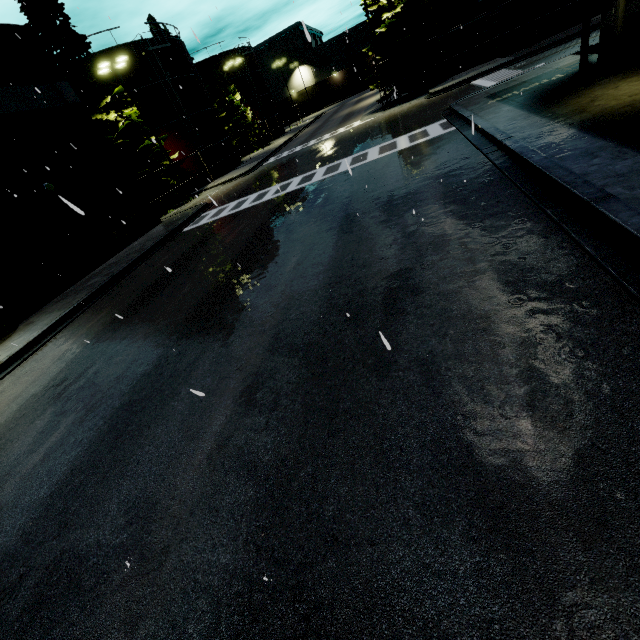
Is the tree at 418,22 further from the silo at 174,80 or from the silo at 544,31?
the silo at 174,80

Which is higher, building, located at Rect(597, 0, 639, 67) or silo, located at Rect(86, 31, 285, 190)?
silo, located at Rect(86, 31, 285, 190)

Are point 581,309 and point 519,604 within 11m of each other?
yes

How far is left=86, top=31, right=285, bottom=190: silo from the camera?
28.16m

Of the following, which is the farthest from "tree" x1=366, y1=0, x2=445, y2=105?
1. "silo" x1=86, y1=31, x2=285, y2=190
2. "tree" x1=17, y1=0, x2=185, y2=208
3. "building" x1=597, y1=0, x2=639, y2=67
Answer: "tree" x1=17, y1=0, x2=185, y2=208

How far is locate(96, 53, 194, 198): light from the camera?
21.9 meters

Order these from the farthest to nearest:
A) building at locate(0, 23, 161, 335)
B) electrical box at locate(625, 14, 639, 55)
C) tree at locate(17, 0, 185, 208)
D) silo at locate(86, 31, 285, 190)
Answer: silo at locate(86, 31, 285, 190)
tree at locate(17, 0, 185, 208)
building at locate(0, 23, 161, 335)
electrical box at locate(625, 14, 639, 55)

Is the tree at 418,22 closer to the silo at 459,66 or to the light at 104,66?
the silo at 459,66
